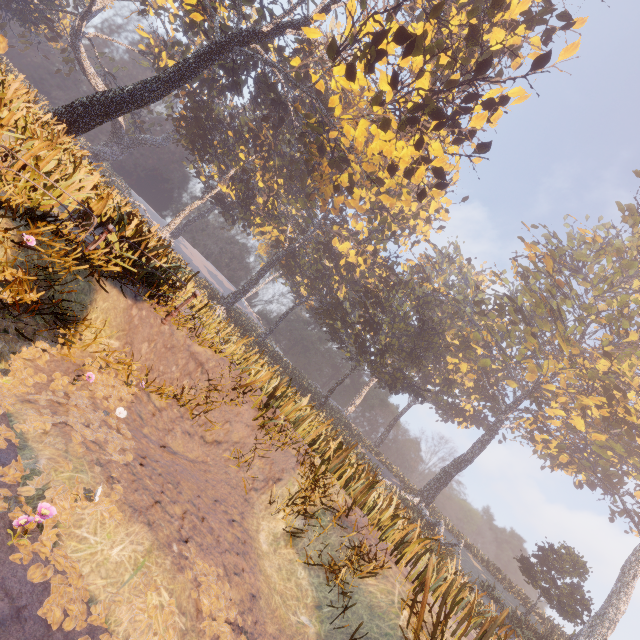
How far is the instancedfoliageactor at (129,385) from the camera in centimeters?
513cm

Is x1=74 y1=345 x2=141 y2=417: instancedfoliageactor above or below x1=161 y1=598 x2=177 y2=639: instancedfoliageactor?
above

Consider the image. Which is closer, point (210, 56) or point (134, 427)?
point (134, 427)

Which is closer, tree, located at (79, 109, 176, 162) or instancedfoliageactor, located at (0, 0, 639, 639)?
instancedfoliageactor, located at (0, 0, 639, 639)

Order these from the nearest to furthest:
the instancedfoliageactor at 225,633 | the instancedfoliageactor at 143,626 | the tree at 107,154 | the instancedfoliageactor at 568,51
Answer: the instancedfoliageactor at 143,626, the instancedfoliageactor at 225,633, the instancedfoliageactor at 568,51, the tree at 107,154

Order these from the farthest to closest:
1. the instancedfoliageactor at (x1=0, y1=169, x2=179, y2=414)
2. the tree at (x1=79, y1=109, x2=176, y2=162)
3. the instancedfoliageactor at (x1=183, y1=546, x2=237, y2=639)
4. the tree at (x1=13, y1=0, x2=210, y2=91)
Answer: the tree at (x1=79, y1=109, x2=176, y2=162), the tree at (x1=13, y1=0, x2=210, y2=91), the instancedfoliageactor at (x1=0, y1=169, x2=179, y2=414), the instancedfoliageactor at (x1=183, y1=546, x2=237, y2=639)

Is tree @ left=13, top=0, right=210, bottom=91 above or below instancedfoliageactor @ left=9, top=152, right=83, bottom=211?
above

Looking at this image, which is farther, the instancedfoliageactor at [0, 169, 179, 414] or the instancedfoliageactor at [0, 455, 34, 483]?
the instancedfoliageactor at [0, 169, 179, 414]
